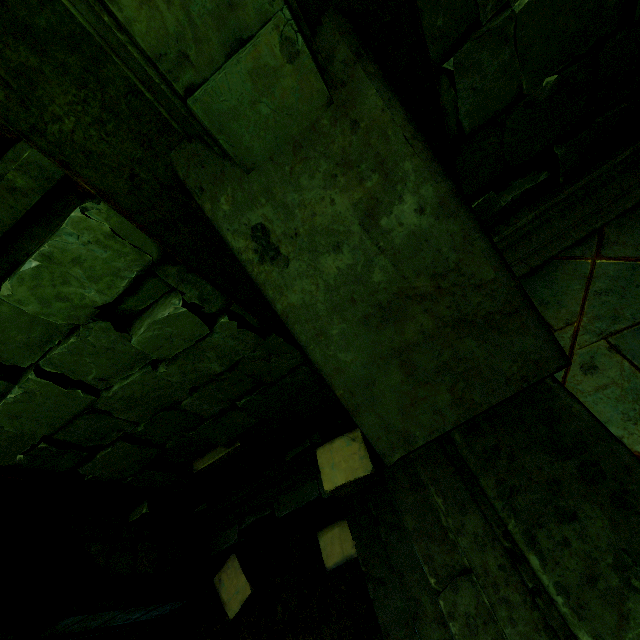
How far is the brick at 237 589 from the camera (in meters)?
3.46

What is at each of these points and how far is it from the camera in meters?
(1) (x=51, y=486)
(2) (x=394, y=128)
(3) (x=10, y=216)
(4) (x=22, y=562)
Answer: (1) arch part, 2.8 m
(2) stone column, 1.3 m
(3) trim, 1.5 m
(4) stone column, 2.6 m

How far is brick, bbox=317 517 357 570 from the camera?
3.26m

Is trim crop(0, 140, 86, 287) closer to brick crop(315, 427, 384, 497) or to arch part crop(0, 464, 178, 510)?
arch part crop(0, 464, 178, 510)

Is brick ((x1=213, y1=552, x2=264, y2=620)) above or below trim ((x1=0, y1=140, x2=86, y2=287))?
below

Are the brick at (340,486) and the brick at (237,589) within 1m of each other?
no

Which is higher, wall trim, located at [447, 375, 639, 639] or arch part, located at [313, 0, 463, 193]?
arch part, located at [313, 0, 463, 193]

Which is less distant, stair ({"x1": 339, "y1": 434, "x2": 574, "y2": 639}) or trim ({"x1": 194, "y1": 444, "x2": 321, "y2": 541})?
stair ({"x1": 339, "y1": 434, "x2": 574, "y2": 639})
